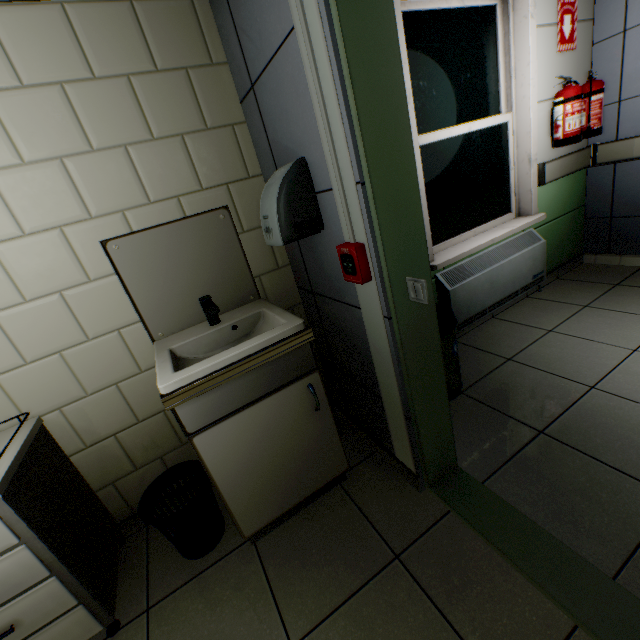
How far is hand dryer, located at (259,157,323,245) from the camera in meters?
1.3

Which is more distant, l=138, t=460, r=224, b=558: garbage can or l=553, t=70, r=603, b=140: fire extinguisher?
l=553, t=70, r=603, b=140: fire extinguisher

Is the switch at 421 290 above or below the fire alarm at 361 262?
below

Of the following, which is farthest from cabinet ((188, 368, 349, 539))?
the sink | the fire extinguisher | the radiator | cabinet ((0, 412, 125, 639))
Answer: the fire extinguisher

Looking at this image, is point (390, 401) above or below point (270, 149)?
below

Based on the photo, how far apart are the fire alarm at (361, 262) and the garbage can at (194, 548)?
1.2m

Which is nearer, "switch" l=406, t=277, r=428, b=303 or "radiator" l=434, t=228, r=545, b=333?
"switch" l=406, t=277, r=428, b=303

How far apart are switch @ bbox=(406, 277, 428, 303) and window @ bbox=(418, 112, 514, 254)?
1.5m
